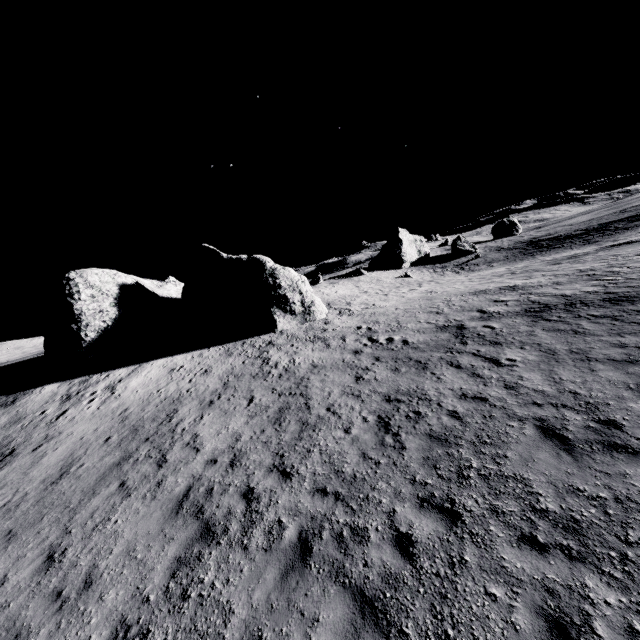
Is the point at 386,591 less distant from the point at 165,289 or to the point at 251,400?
the point at 251,400

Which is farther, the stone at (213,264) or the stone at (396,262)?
the stone at (396,262)

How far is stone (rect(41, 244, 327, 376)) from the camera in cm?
2120

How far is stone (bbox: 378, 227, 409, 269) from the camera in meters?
58.5

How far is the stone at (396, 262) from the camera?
58.47m

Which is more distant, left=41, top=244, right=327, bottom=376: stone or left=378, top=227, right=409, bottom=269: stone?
left=378, top=227, right=409, bottom=269: stone
